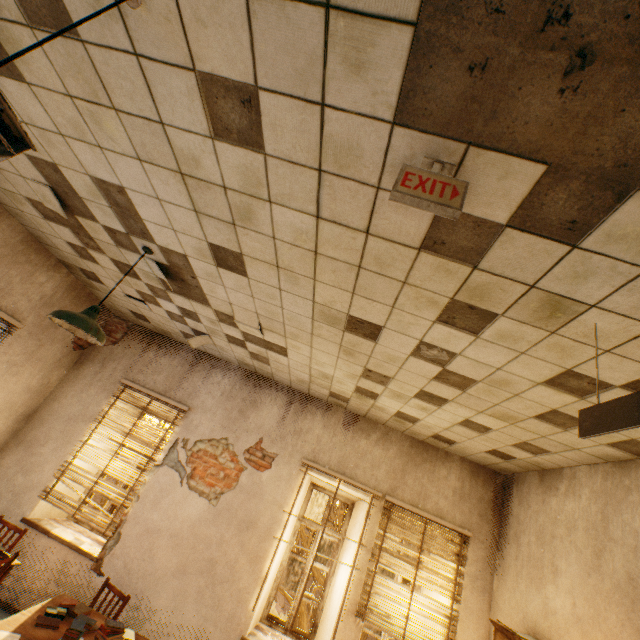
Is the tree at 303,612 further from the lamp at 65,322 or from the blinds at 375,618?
the lamp at 65,322

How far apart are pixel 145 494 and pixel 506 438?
5.0 meters

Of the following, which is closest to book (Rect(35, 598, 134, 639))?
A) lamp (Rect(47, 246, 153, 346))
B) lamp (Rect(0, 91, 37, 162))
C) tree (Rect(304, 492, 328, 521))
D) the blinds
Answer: the blinds

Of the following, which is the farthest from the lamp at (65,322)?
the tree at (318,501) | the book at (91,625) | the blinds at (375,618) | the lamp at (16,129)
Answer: the tree at (318,501)

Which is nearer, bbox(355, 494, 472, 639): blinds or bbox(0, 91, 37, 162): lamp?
bbox(0, 91, 37, 162): lamp

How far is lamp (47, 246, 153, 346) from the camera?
2.7 meters

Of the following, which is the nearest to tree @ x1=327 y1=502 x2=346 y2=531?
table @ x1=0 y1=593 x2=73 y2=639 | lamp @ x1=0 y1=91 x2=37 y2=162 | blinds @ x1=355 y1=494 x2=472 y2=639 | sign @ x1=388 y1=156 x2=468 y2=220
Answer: blinds @ x1=355 y1=494 x2=472 y2=639

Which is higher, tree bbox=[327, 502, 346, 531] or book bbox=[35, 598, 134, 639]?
tree bbox=[327, 502, 346, 531]
